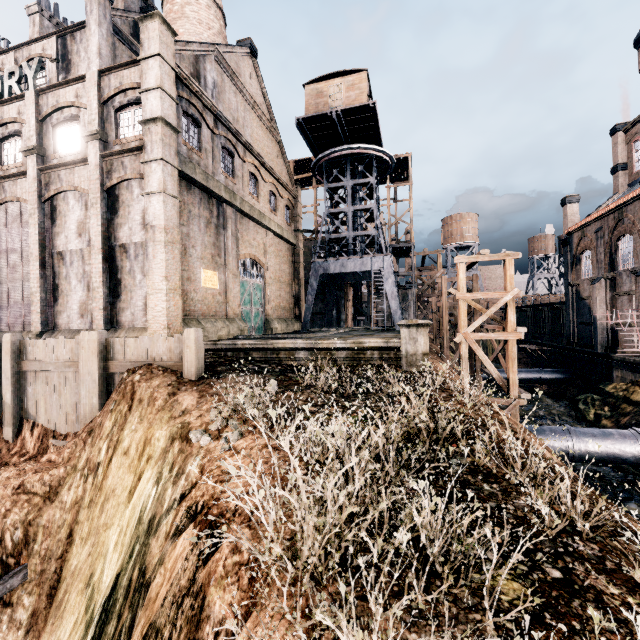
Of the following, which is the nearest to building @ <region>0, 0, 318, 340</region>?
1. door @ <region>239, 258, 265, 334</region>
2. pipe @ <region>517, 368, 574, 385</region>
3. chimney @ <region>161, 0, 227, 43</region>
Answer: door @ <region>239, 258, 265, 334</region>

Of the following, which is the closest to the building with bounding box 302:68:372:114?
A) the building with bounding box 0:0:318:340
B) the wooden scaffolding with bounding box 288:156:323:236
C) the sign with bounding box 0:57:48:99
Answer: the building with bounding box 0:0:318:340

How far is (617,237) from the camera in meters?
26.8

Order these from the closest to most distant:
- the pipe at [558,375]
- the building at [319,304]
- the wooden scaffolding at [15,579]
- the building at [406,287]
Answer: the wooden scaffolding at [15,579]
the pipe at [558,375]
the building at [319,304]
the building at [406,287]

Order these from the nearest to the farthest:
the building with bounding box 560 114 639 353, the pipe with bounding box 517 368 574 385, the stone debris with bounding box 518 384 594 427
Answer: the stone debris with bounding box 518 384 594 427, the building with bounding box 560 114 639 353, the pipe with bounding box 517 368 574 385

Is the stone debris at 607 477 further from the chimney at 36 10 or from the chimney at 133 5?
the chimney at 36 10

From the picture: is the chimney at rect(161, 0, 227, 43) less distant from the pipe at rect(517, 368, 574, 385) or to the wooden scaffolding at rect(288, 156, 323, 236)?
the wooden scaffolding at rect(288, 156, 323, 236)

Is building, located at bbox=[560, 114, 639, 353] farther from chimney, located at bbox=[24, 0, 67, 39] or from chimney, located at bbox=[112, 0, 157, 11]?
chimney, located at bbox=[24, 0, 67, 39]
